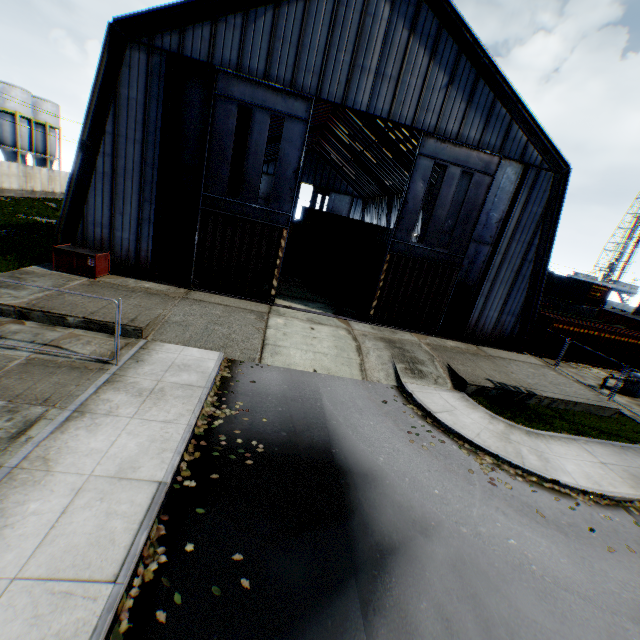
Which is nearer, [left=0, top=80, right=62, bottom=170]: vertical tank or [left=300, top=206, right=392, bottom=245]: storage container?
[left=300, top=206, right=392, bottom=245]: storage container

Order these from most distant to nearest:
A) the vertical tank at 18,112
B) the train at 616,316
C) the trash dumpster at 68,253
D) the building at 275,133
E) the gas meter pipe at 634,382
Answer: the vertical tank at 18,112, the building at 275,133, the train at 616,316, the gas meter pipe at 634,382, the trash dumpster at 68,253

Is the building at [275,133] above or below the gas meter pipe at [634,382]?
above

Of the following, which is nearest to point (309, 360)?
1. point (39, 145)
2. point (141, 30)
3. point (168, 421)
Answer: point (168, 421)

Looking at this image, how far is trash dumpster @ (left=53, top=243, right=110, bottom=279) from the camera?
15.12m

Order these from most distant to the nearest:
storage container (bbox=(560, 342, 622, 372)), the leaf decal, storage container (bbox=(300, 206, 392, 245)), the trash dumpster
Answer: storage container (bbox=(300, 206, 392, 245)) → storage container (bbox=(560, 342, 622, 372)) → the trash dumpster → the leaf decal

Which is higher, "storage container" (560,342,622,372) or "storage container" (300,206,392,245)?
"storage container" (300,206,392,245)

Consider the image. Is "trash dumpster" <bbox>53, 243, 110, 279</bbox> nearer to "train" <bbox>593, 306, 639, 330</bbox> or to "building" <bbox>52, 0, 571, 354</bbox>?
A: "building" <bbox>52, 0, 571, 354</bbox>
